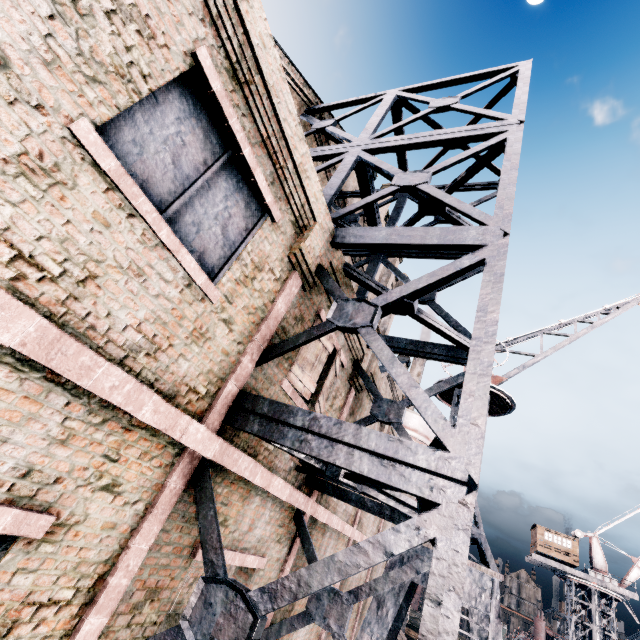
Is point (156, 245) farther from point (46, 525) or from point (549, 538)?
point (549, 538)

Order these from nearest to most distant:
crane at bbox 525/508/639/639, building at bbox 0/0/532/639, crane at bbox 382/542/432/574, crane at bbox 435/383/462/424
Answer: building at bbox 0/0/532/639 → crane at bbox 382/542/432/574 → crane at bbox 435/383/462/424 → crane at bbox 525/508/639/639

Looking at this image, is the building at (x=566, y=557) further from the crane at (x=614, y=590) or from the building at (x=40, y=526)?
the building at (x=40, y=526)

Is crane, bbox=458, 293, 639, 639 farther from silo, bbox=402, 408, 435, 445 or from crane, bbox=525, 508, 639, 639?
crane, bbox=525, 508, 639, 639

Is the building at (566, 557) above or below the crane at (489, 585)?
above

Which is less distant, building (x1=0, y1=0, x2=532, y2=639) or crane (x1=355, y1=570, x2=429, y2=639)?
building (x1=0, y1=0, x2=532, y2=639)

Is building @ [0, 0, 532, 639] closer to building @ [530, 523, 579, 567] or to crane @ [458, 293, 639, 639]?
crane @ [458, 293, 639, 639]

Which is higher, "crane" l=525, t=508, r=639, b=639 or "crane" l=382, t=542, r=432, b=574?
"crane" l=525, t=508, r=639, b=639
